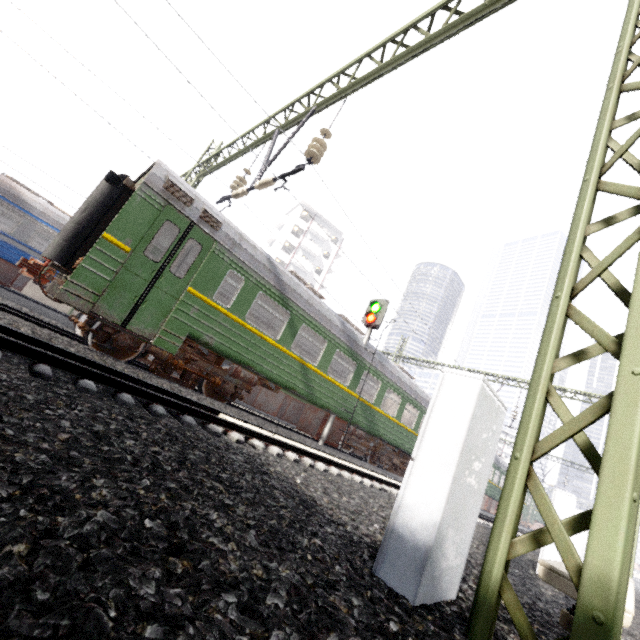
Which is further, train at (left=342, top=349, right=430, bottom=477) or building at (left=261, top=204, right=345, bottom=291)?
building at (left=261, top=204, right=345, bottom=291)

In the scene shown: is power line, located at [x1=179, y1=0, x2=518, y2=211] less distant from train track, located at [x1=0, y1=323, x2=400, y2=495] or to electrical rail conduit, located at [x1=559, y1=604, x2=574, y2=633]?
electrical rail conduit, located at [x1=559, y1=604, x2=574, y2=633]

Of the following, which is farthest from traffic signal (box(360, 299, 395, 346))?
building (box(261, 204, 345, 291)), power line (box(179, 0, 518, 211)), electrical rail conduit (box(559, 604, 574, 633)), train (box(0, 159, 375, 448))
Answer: building (box(261, 204, 345, 291))

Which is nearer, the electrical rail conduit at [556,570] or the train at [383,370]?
the electrical rail conduit at [556,570]

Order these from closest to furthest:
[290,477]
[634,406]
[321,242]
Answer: [634,406] < [290,477] < [321,242]

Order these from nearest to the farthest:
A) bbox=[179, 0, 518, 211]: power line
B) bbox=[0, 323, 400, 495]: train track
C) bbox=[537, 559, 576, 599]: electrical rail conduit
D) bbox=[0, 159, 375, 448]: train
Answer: bbox=[537, 559, 576, 599]: electrical rail conduit
bbox=[0, 323, 400, 495]: train track
bbox=[179, 0, 518, 211]: power line
bbox=[0, 159, 375, 448]: train

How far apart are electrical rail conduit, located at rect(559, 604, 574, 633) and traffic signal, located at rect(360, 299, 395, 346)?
8.6m

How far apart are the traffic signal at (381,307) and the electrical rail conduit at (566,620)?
8.57m
